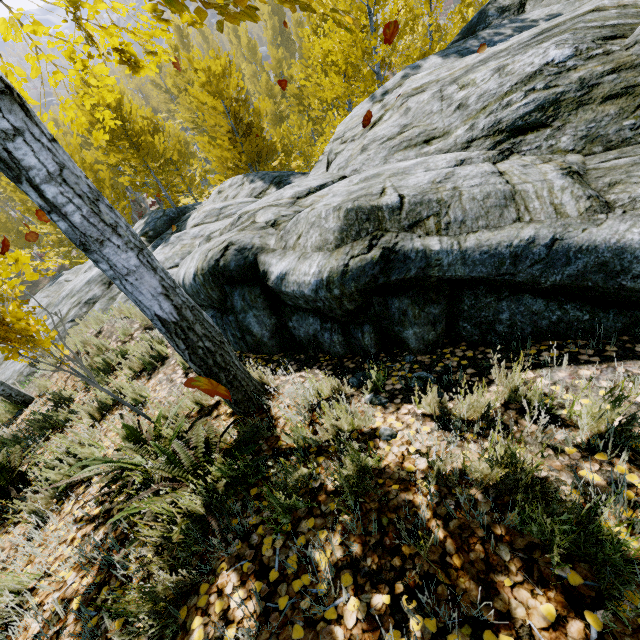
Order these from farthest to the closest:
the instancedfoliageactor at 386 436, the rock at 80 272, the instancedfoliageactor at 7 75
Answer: the rock at 80 272, the instancedfoliageactor at 386 436, the instancedfoliageactor at 7 75

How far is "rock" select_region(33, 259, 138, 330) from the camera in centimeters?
875cm

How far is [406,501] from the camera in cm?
158

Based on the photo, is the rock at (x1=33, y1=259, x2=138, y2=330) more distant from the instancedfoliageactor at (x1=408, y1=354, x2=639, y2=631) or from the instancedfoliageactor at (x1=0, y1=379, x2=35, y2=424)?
the instancedfoliageactor at (x1=408, y1=354, x2=639, y2=631)

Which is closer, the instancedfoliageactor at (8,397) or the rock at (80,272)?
the instancedfoliageactor at (8,397)

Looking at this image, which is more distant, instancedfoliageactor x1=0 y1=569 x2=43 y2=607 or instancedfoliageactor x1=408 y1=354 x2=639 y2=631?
instancedfoliageactor x1=0 y1=569 x2=43 y2=607

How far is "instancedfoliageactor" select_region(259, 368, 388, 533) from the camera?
1.7 meters
